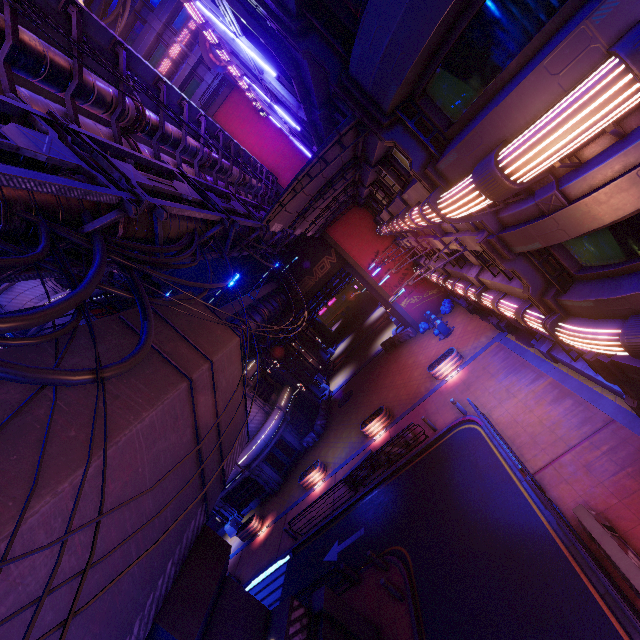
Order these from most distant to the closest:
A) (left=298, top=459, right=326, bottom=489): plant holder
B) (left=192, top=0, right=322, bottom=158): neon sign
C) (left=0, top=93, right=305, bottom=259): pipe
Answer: (left=298, top=459, right=326, bottom=489): plant holder < (left=192, top=0, right=322, bottom=158): neon sign < (left=0, top=93, right=305, bottom=259): pipe

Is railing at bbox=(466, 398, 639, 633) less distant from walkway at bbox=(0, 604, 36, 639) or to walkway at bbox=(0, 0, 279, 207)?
walkway at bbox=(0, 604, 36, 639)

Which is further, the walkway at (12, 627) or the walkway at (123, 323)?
the walkway at (123, 323)

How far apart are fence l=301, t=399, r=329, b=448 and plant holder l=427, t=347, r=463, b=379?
12.6 meters

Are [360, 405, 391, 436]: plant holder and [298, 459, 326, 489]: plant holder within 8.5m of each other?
yes

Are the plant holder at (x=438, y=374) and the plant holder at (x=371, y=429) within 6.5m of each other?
yes

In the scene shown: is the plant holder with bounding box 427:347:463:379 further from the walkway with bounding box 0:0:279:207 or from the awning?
the walkway with bounding box 0:0:279:207

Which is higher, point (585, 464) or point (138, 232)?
point (138, 232)
